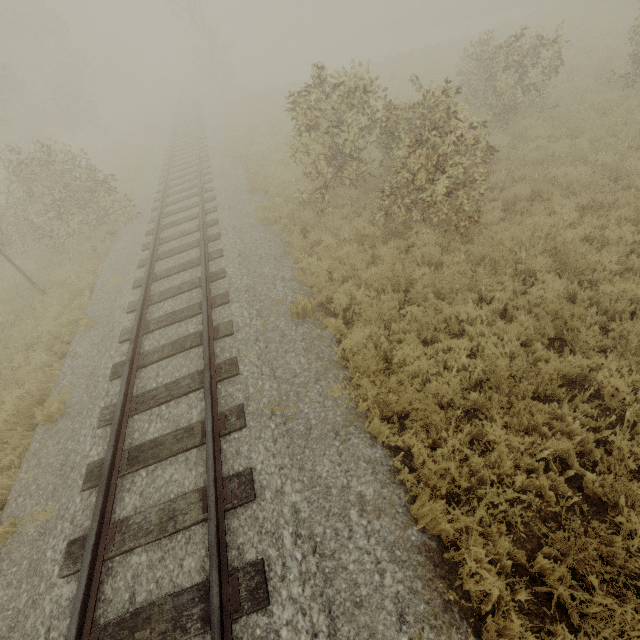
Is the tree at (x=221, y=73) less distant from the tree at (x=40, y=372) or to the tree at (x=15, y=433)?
the tree at (x=40, y=372)

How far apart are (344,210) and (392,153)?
2.10m

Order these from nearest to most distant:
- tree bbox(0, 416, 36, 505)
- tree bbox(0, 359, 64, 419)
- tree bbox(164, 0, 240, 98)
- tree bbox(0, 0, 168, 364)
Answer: tree bbox(0, 416, 36, 505) < tree bbox(0, 359, 64, 419) < tree bbox(0, 0, 168, 364) < tree bbox(164, 0, 240, 98)

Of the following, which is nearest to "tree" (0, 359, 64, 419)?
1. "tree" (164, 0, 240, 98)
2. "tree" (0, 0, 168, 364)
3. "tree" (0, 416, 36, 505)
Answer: "tree" (0, 416, 36, 505)

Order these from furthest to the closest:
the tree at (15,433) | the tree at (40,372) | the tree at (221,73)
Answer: the tree at (221,73)
the tree at (40,372)
the tree at (15,433)

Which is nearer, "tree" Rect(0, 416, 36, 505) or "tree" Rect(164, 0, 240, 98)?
"tree" Rect(0, 416, 36, 505)

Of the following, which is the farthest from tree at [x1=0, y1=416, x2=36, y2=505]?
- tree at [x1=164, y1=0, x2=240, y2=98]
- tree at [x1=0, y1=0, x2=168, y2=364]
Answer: tree at [x1=164, y1=0, x2=240, y2=98]

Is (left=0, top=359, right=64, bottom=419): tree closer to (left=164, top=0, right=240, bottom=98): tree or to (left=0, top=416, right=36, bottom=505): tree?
(left=0, top=416, right=36, bottom=505): tree
